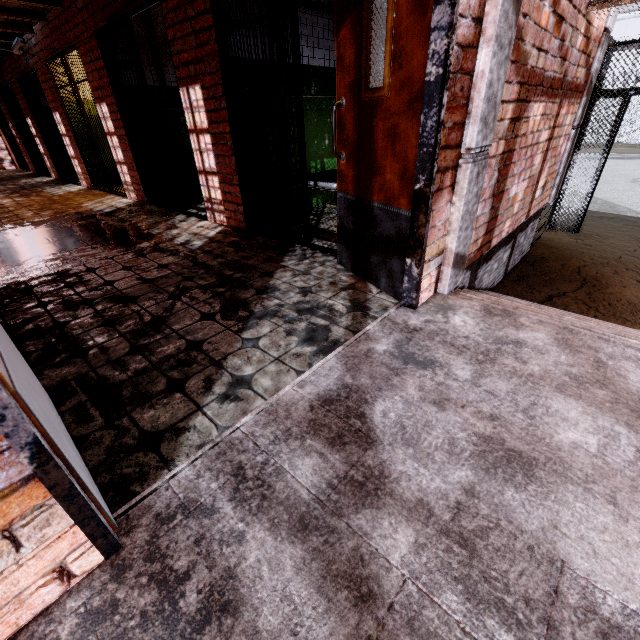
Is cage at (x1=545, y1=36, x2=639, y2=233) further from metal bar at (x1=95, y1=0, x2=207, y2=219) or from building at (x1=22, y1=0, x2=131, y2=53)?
metal bar at (x1=95, y1=0, x2=207, y2=219)

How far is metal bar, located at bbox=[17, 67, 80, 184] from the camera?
7.76m

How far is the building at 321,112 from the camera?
4.5 meters

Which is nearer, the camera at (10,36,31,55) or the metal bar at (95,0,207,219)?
the metal bar at (95,0,207,219)

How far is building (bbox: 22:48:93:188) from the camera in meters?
6.6 m

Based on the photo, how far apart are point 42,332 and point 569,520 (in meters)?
3.05

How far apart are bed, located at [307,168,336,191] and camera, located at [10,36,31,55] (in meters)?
6.36

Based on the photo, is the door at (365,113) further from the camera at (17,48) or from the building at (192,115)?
the camera at (17,48)
